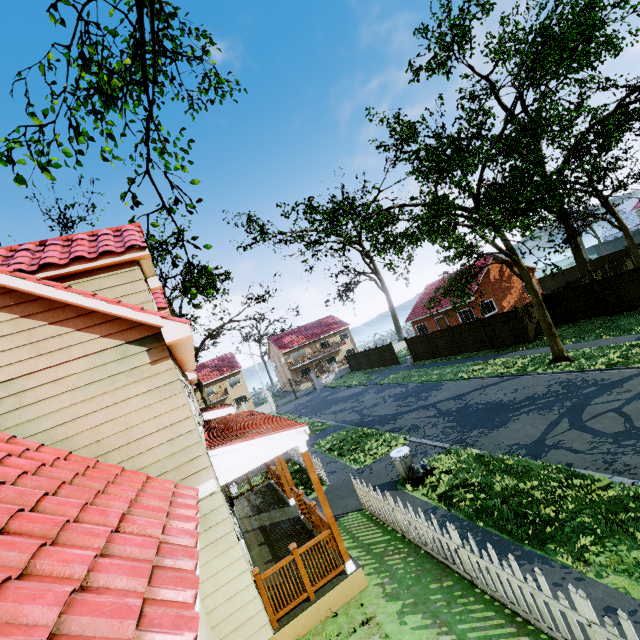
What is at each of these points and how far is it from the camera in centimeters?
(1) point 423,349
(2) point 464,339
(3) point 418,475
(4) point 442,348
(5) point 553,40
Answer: (1) fence, 2986cm
(2) fence, 2520cm
(3) trash bag, 970cm
(4) fence, 2764cm
(5) tree, 1319cm

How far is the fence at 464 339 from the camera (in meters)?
23.73

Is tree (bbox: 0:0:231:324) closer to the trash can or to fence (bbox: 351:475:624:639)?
fence (bbox: 351:475:624:639)

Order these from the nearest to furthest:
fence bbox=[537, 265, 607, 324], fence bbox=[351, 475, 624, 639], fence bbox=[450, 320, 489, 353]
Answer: fence bbox=[351, 475, 624, 639] < fence bbox=[537, 265, 607, 324] < fence bbox=[450, 320, 489, 353]

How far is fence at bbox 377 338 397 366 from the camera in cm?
3456

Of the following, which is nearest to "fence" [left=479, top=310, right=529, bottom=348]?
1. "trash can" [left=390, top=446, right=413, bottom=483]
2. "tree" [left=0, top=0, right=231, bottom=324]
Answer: "tree" [left=0, top=0, right=231, bottom=324]

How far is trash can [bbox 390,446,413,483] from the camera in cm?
999

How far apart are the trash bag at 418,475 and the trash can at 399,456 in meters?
0.0 m
